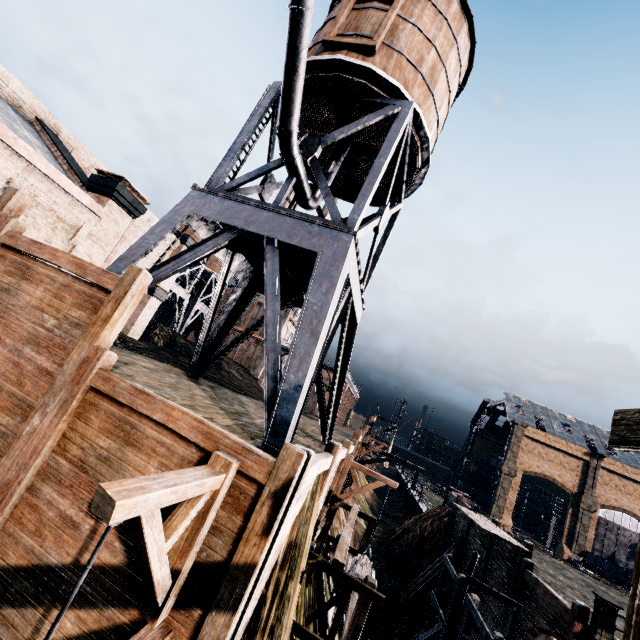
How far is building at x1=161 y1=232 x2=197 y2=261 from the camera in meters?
34.3

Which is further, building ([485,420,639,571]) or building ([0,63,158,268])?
building ([485,420,639,571])

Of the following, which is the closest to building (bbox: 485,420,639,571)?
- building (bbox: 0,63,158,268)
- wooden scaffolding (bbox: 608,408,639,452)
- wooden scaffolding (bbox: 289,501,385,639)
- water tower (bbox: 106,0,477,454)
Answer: wooden scaffolding (bbox: 608,408,639,452)

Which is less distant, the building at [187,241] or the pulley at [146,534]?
the pulley at [146,534]

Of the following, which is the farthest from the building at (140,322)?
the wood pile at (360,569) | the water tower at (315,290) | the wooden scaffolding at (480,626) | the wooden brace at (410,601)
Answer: the wooden brace at (410,601)

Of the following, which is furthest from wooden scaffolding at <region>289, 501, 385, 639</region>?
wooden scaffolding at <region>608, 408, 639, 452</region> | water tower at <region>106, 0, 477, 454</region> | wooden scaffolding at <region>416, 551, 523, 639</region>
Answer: wooden scaffolding at <region>608, 408, 639, 452</region>

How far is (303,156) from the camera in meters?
12.1

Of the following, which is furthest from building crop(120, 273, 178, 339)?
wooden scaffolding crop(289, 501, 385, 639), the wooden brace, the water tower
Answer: the wooden brace
